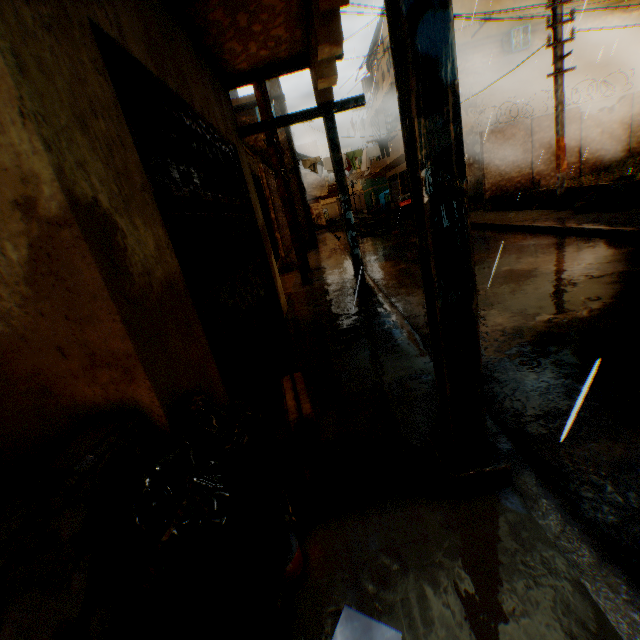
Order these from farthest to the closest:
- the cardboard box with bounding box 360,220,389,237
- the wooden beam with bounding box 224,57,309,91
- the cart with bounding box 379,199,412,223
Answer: the cardboard box with bounding box 360,220,389,237 < the cart with bounding box 379,199,412,223 < the wooden beam with bounding box 224,57,309,91

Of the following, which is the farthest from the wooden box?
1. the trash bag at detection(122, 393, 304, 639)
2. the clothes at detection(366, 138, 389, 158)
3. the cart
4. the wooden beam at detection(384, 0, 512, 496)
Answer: the cart

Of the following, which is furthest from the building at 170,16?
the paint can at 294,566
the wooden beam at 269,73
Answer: the paint can at 294,566

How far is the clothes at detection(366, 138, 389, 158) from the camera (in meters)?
15.59

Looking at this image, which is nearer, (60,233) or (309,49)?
(60,233)

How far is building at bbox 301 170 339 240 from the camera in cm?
3328

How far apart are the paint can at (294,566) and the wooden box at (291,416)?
0.29m

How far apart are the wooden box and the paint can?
0.3 meters
